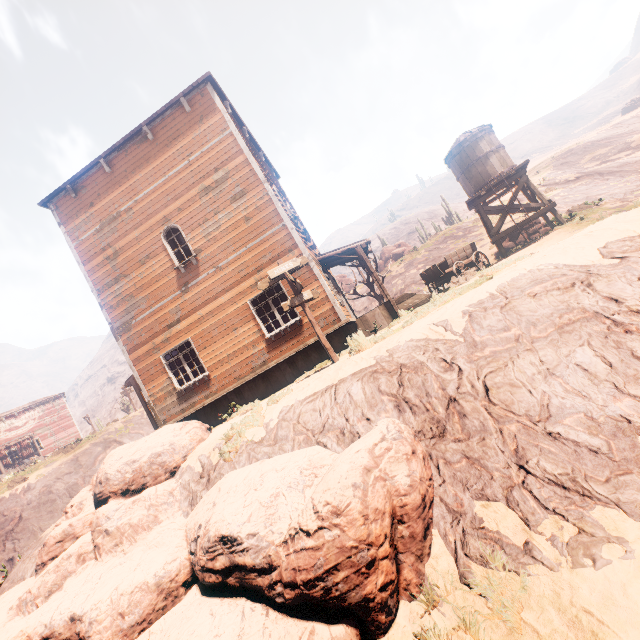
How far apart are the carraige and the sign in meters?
8.2 m

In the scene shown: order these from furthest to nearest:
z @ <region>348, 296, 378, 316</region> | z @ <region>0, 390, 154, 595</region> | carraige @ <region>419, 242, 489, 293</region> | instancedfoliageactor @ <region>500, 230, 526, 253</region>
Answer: z @ <region>348, 296, 378, 316</region>, instancedfoliageactor @ <region>500, 230, 526, 253</region>, carraige @ <region>419, 242, 489, 293</region>, z @ <region>0, 390, 154, 595</region>

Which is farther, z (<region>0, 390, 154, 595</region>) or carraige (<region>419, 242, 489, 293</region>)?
carraige (<region>419, 242, 489, 293</region>)

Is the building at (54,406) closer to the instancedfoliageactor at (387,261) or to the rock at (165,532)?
the rock at (165,532)

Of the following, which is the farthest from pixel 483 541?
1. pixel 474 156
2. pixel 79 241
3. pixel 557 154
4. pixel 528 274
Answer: pixel 557 154

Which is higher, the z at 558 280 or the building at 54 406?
the building at 54 406

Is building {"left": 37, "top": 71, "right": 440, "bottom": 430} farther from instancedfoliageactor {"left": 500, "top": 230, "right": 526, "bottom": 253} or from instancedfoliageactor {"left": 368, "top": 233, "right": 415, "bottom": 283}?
instancedfoliageactor {"left": 368, "top": 233, "right": 415, "bottom": 283}

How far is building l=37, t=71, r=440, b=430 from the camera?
11.2m
